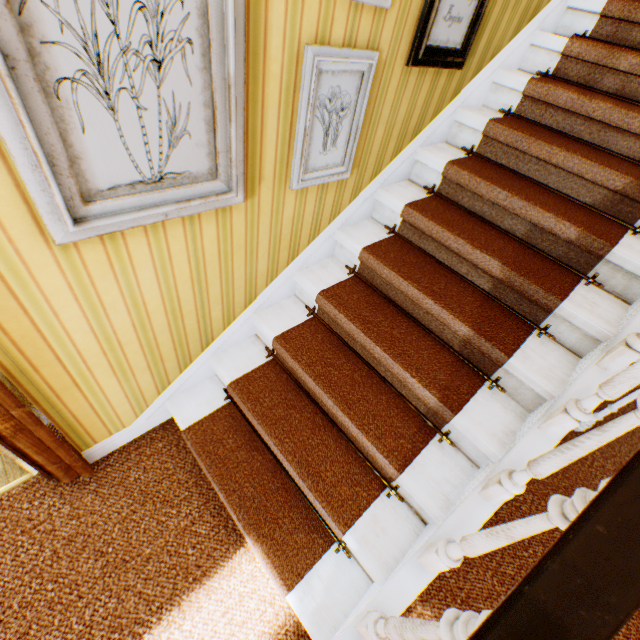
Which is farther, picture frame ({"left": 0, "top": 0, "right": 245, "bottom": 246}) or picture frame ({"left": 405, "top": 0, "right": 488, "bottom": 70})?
picture frame ({"left": 405, "top": 0, "right": 488, "bottom": 70})

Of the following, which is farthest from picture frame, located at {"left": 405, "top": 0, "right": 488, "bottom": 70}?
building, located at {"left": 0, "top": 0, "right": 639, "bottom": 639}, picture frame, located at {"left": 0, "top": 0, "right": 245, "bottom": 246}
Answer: picture frame, located at {"left": 0, "top": 0, "right": 245, "bottom": 246}

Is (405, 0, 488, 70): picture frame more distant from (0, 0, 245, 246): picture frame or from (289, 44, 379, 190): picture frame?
(0, 0, 245, 246): picture frame

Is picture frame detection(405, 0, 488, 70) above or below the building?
above

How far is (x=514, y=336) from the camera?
1.8 meters

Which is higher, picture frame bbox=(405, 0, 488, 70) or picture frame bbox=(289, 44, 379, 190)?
picture frame bbox=(405, 0, 488, 70)

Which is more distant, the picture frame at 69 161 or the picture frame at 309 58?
the picture frame at 309 58

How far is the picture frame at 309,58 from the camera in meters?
1.4
